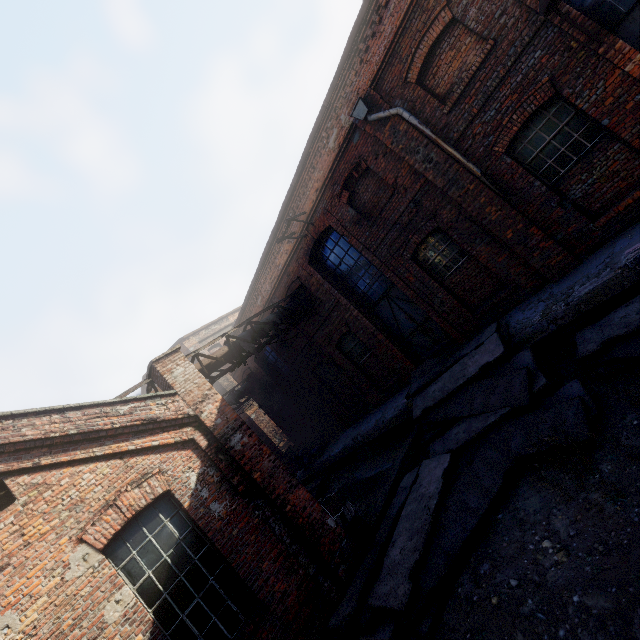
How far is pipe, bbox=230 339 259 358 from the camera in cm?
1025

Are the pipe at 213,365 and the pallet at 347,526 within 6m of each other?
yes

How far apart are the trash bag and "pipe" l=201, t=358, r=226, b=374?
7.1 meters

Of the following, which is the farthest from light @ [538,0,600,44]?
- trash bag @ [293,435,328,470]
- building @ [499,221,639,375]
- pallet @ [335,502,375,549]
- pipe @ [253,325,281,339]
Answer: trash bag @ [293,435,328,470]

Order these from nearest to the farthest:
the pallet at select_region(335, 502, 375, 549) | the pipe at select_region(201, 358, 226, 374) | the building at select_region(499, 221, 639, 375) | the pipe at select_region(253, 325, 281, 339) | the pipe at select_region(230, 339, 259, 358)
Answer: the building at select_region(499, 221, 639, 375), the pallet at select_region(335, 502, 375, 549), the pipe at select_region(201, 358, 226, 374), the pipe at select_region(230, 339, 259, 358), the pipe at select_region(253, 325, 281, 339)

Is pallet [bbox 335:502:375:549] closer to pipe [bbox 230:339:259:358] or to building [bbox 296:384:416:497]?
building [bbox 296:384:416:497]

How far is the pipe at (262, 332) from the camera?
11.1m

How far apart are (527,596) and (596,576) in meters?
0.8
